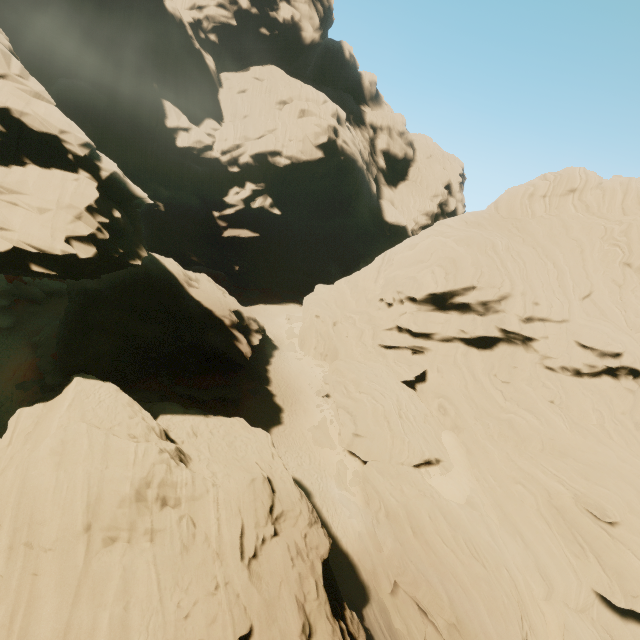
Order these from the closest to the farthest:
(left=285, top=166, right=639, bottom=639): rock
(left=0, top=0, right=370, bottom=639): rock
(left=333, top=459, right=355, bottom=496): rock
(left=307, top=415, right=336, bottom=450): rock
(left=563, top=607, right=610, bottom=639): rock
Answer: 1. (left=0, top=0, right=370, bottom=639): rock
2. (left=563, top=607, right=610, bottom=639): rock
3. (left=285, top=166, right=639, bottom=639): rock
4. (left=333, top=459, right=355, bottom=496): rock
5. (left=307, top=415, right=336, bottom=450): rock

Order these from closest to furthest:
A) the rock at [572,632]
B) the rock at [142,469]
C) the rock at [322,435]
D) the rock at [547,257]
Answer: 1. the rock at [142,469]
2. the rock at [572,632]
3. the rock at [547,257]
4. the rock at [322,435]

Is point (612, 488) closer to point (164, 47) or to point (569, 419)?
point (569, 419)

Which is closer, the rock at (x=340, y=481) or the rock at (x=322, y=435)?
the rock at (x=340, y=481)

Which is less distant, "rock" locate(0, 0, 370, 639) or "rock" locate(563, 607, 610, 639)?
"rock" locate(0, 0, 370, 639)

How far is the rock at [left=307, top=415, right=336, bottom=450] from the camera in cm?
3033
